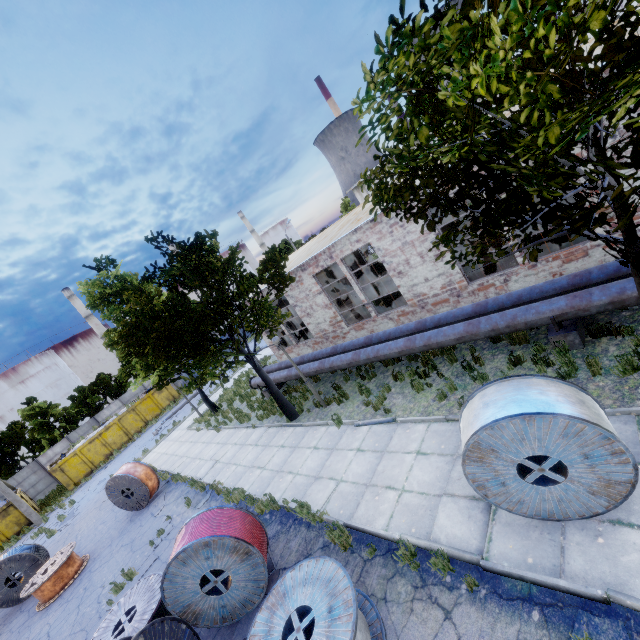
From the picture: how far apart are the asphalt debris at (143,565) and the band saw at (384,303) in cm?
1159

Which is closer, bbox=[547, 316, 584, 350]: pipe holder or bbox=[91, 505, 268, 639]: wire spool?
bbox=[91, 505, 268, 639]: wire spool

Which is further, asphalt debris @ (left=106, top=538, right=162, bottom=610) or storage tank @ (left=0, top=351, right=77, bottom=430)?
storage tank @ (left=0, top=351, right=77, bottom=430)

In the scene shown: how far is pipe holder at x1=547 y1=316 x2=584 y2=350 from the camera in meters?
7.4

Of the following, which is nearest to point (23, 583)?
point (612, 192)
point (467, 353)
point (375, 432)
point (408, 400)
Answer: point (375, 432)

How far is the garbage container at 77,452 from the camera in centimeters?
2780cm

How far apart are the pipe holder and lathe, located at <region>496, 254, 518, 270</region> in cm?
304

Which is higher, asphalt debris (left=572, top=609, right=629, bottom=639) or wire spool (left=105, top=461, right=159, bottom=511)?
wire spool (left=105, top=461, right=159, bottom=511)
